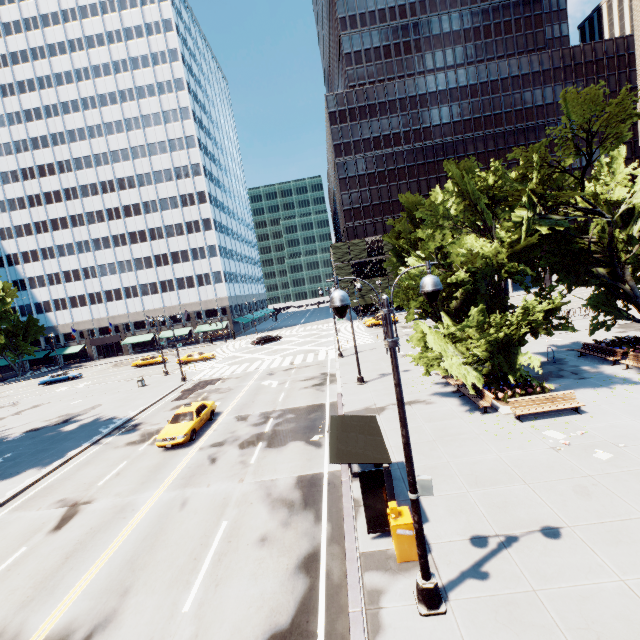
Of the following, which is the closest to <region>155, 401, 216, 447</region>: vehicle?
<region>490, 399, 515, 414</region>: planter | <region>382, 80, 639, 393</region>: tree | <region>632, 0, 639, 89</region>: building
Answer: <region>382, 80, 639, 393</region>: tree

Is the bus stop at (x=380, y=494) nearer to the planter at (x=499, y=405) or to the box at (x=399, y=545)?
the box at (x=399, y=545)

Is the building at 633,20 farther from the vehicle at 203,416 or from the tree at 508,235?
the vehicle at 203,416

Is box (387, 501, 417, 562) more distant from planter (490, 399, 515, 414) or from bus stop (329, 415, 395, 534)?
planter (490, 399, 515, 414)

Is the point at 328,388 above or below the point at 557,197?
below

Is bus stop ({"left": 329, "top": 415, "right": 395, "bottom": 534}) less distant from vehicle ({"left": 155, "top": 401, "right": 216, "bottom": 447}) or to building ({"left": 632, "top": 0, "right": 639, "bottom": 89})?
vehicle ({"left": 155, "top": 401, "right": 216, "bottom": 447})

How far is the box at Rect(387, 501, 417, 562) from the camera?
8.2m

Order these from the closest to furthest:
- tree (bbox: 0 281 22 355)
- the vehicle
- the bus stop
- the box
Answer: the box
the bus stop
the vehicle
tree (bbox: 0 281 22 355)
